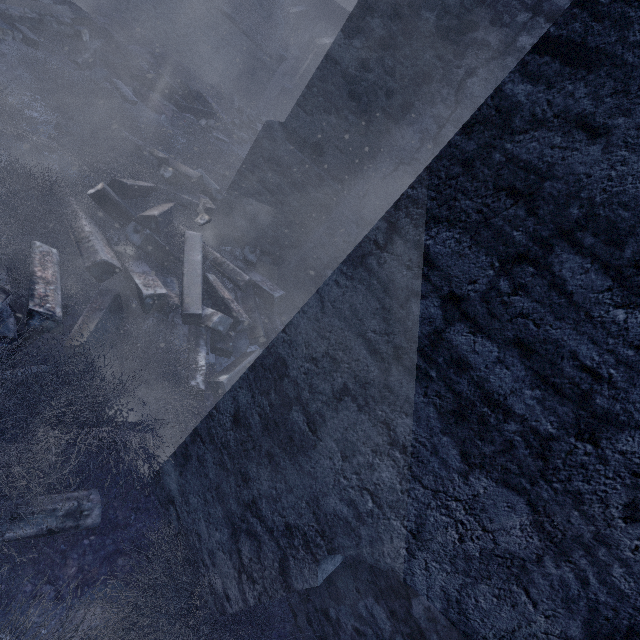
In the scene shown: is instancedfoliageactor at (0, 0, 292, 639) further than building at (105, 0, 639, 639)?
Yes

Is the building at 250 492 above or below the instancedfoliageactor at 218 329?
above

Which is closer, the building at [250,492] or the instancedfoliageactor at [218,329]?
the building at [250,492]

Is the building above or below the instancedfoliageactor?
above

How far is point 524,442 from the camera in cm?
110
